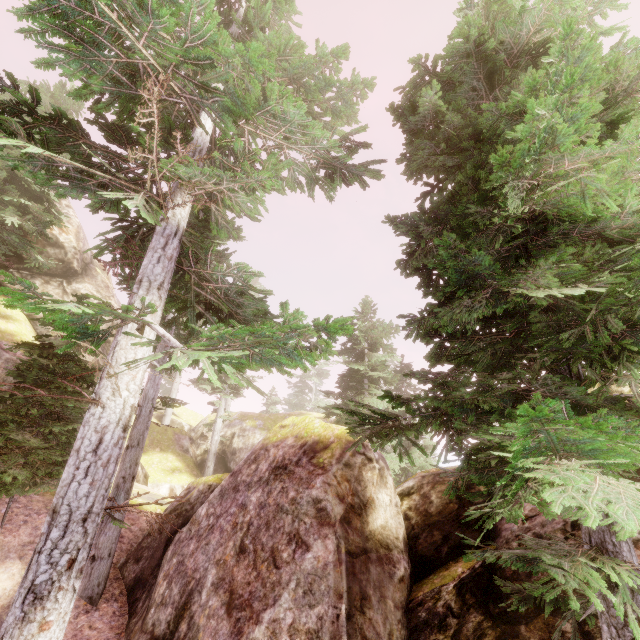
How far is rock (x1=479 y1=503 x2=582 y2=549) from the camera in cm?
679

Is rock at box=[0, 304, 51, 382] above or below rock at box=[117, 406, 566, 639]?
above

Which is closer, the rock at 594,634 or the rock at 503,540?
the rock at 594,634

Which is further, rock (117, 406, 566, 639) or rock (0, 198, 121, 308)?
rock (0, 198, 121, 308)

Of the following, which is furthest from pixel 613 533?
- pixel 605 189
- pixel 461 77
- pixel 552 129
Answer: pixel 461 77

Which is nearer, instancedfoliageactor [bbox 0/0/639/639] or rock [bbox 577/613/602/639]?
instancedfoliageactor [bbox 0/0/639/639]

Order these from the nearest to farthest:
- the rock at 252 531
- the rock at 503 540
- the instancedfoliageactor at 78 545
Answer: the instancedfoliageactor at 78 545 → the rock at 252 531 → the rock at 503 540
